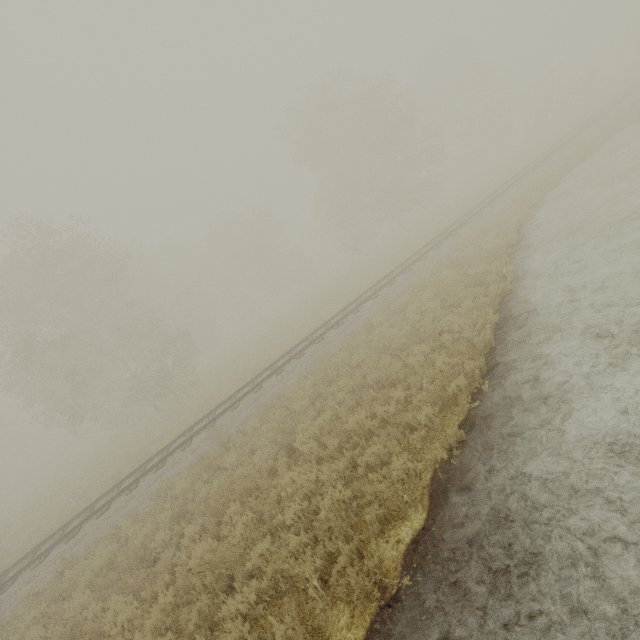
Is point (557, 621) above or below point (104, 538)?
below
